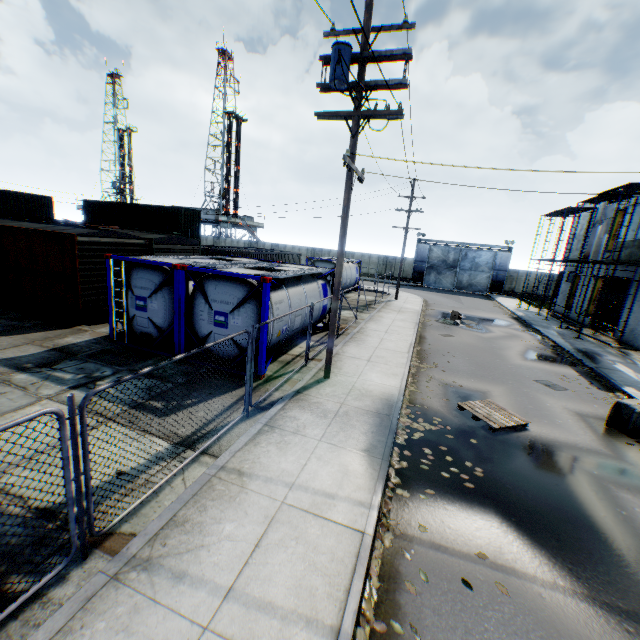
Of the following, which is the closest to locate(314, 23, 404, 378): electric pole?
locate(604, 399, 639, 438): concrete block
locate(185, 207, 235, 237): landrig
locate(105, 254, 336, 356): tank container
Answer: locate(105, 254, 336, 356): tank container

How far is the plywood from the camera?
18.8 meters

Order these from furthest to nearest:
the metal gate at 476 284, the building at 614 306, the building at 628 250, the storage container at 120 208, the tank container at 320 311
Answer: the metal gate at 476 284 < the storage container at 120 208 < the building at 614 306 < the building at 628 250 < the tank container at 320 311

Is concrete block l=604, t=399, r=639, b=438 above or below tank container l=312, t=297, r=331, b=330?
below

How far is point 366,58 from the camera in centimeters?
799cm

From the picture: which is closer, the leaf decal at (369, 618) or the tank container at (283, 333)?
the leaf decal at (369, 618)

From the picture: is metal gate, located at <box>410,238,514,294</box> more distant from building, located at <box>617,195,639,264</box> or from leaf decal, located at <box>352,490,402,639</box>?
leaf decal, located at <box>352,490,402,639</box>

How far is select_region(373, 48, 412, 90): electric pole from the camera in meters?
7.7
